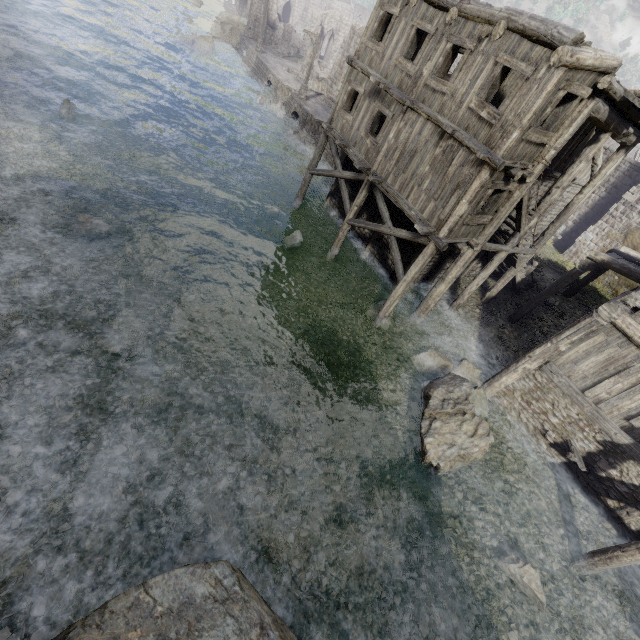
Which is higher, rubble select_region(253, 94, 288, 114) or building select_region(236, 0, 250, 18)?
building select_region(236, 0, 250, 18)

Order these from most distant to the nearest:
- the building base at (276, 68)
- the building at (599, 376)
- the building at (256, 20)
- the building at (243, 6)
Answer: the building at (243, 6), the building at (256, 20), the building base at (276, 68), the building at (599, 376)

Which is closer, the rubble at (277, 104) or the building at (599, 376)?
the building at (599, 376)

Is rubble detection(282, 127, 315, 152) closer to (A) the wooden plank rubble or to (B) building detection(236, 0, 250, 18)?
(B) building detection(236, 0, 250, 18)

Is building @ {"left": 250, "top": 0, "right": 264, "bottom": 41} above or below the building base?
above

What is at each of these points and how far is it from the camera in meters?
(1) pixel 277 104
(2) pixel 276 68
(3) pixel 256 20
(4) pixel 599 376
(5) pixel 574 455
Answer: (1) rubble, 30.6
(2) building base, 35.2
(3) building, 43.9
(4) building, 10.0
(5) wooden plank rubble, 10.4

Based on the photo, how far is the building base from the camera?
27.94m

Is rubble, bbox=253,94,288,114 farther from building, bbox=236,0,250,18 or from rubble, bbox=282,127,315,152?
building, bbox=236,0,250,18
